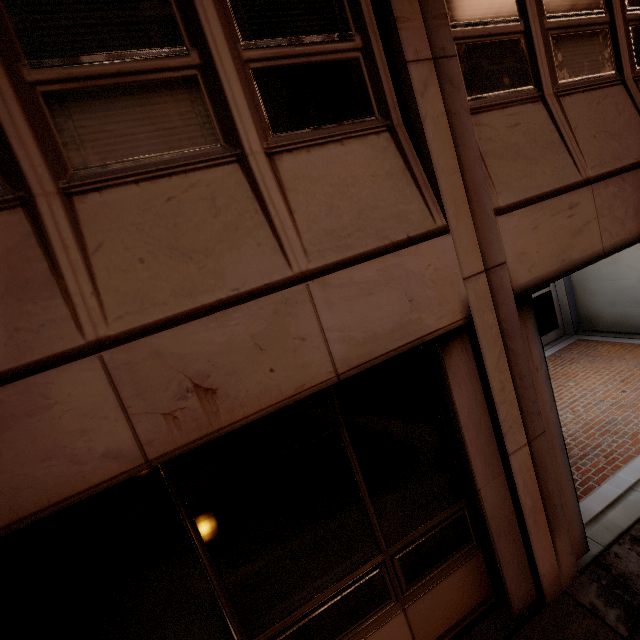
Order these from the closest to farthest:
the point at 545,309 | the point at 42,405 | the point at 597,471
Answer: the point at 42,405
the point at 597,471
the point at 545,309
